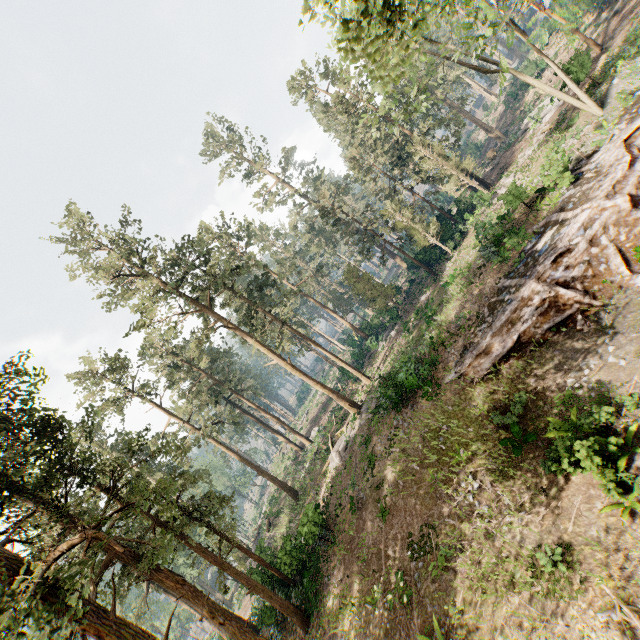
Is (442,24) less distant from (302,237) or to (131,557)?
(302,237)

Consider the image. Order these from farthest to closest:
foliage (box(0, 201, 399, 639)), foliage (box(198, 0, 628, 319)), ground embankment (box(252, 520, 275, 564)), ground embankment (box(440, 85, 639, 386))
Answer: ground embankment (box(252, 520, 275, 564)) → ground embankment (box(440, 85, 639, 386)) → foliage (box(0, 201, 399, 639)) → foliage (box(198, 0, 628, 319))

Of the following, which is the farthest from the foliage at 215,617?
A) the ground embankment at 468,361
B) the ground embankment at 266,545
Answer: the ground embankment at 468,361

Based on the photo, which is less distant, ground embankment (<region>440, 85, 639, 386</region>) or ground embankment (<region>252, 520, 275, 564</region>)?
ground embankment (<region>440, 85, 639, 386</region>)

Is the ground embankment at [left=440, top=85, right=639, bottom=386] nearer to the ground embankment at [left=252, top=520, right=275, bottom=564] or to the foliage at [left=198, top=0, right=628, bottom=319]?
the foliage at [left=198, top=0, right=628, bottom=319]

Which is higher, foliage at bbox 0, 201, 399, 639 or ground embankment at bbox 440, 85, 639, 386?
foliage at bbox 0, 201, 399, 639

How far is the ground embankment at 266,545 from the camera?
Answer: 29.18m

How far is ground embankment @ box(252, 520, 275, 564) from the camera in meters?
29.2 m
